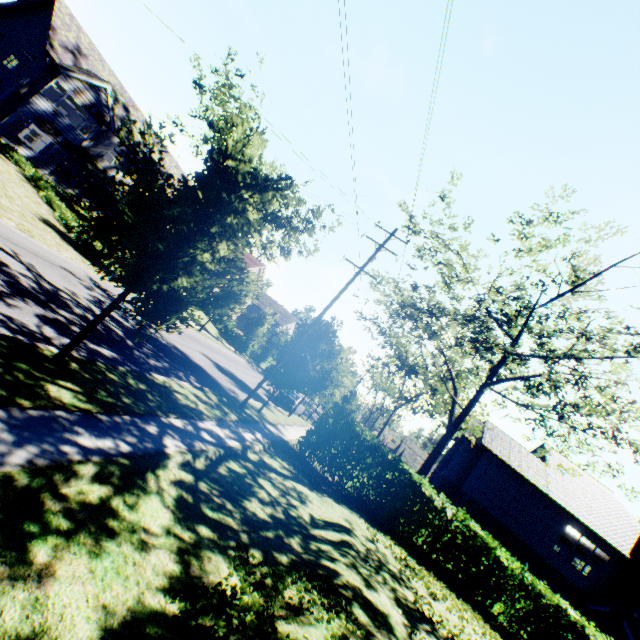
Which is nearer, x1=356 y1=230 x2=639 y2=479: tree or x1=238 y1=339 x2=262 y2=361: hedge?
x1=356 y1=230 x2=639 y2=479: tree

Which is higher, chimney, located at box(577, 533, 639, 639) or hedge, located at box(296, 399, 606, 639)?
chimney, located at box(577, 533, 639, 639)

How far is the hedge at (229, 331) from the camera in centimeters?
3972cm

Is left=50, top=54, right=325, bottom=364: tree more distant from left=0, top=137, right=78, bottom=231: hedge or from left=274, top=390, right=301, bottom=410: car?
left=0, top=137, right=78, bottom=231: hedge

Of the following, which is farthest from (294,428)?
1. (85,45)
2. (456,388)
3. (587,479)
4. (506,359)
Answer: (85,45)

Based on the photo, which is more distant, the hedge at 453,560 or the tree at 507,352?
the hedge at 453,560

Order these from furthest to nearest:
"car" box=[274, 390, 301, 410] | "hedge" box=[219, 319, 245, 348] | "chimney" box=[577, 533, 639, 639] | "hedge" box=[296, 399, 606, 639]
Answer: "hedge" box=[219, 319, 245, 348]
"car" box=[274, 390, 301, 410]
"chimney" box=[577, 533, 639, 639]
"hedge" box=[296, 399, 606, 639]
